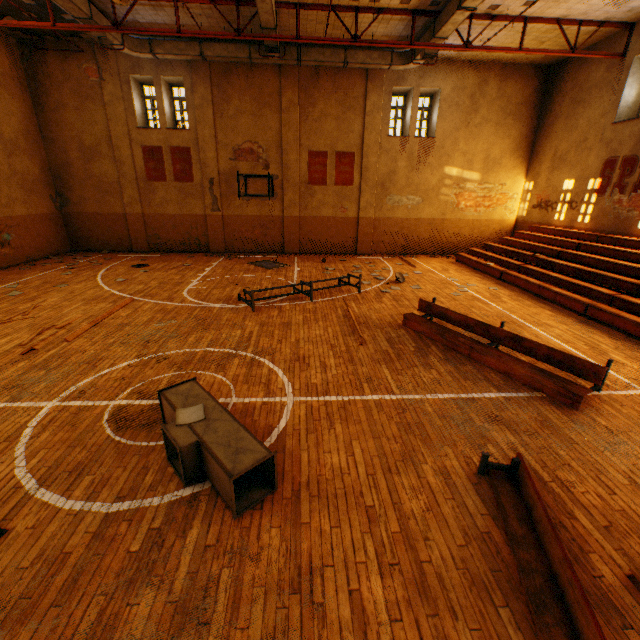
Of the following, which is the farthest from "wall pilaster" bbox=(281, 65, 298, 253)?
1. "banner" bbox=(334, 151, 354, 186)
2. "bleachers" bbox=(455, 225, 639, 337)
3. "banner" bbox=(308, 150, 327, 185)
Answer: "bleachers" bbox=(455, 225, 639, 337)

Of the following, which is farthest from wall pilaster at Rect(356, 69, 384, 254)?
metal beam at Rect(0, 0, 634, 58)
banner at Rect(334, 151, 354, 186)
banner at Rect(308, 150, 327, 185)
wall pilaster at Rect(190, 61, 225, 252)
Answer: wall pilaster at Rect(190, 61, 225, 252)

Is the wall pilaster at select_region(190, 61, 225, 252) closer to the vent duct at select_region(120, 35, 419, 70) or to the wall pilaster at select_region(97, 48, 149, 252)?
the vent duct at select_region(120, 35, 419, 70)

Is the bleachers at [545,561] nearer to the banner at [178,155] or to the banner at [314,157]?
the banner at [314,157]

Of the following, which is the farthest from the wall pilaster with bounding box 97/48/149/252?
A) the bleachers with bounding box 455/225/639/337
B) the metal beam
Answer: the bleachers with bounding box 455/225/639/337

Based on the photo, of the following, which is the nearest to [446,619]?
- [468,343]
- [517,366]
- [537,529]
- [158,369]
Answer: [537,529]

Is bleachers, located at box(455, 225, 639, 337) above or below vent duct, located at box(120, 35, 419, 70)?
below

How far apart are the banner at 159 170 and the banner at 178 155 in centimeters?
29cm
